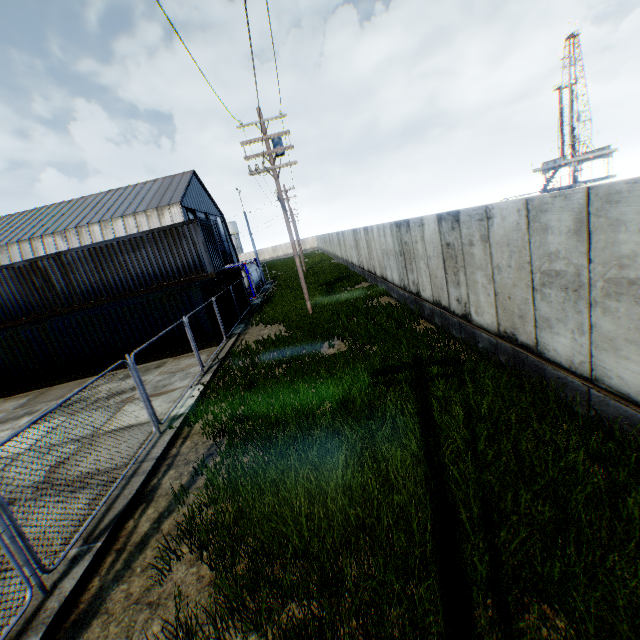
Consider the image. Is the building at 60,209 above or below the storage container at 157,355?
above

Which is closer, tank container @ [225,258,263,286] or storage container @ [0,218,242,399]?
storage container @ [0,218,242,399]

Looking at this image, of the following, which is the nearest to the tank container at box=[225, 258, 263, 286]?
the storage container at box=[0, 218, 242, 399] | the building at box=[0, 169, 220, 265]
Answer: the building at box=[0, 169, 220, 265]

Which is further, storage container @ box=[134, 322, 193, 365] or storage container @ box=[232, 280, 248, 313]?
storage container @ box=[232, 280, 248, 313]

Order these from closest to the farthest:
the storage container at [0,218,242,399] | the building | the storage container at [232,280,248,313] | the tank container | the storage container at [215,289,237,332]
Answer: the storage container at [0,218,242,399] < the storage container at [215,289,237,332] < the storage container at [232,280,248,313] < the tank container < the building

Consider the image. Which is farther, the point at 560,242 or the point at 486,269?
the point at 486,269

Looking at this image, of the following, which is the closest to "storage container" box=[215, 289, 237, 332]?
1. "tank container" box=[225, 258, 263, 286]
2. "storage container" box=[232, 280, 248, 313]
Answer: "storage container" box=[232, 280, 248, 313]

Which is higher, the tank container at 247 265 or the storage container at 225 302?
the tank container at 247 265
